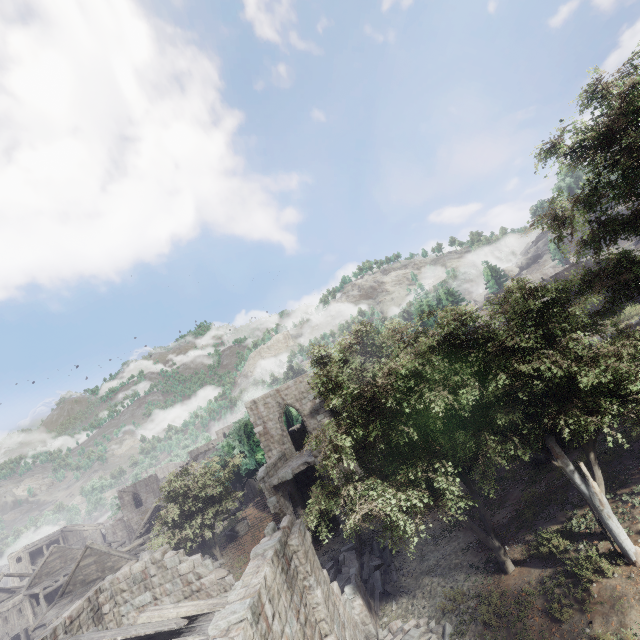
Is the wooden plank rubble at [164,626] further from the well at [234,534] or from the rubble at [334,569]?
the well at [234,534]

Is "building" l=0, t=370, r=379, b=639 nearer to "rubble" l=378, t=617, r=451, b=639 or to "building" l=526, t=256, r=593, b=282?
"rubble" l=378, t=617, r=451, b=639

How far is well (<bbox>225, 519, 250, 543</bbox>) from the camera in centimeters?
2706cm

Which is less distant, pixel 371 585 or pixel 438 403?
pixel 438 403

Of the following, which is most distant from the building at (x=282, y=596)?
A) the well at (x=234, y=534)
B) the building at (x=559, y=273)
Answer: the building at (x=559, y=273)

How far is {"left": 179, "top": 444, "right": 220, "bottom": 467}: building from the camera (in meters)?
48.84

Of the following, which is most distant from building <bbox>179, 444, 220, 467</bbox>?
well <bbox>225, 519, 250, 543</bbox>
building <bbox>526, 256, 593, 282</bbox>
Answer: building <bbox>526, 256, 593, 282</bbox>

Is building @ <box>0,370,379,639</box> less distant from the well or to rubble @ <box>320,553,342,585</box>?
rubble @ <box>320,553,342,585</box>
